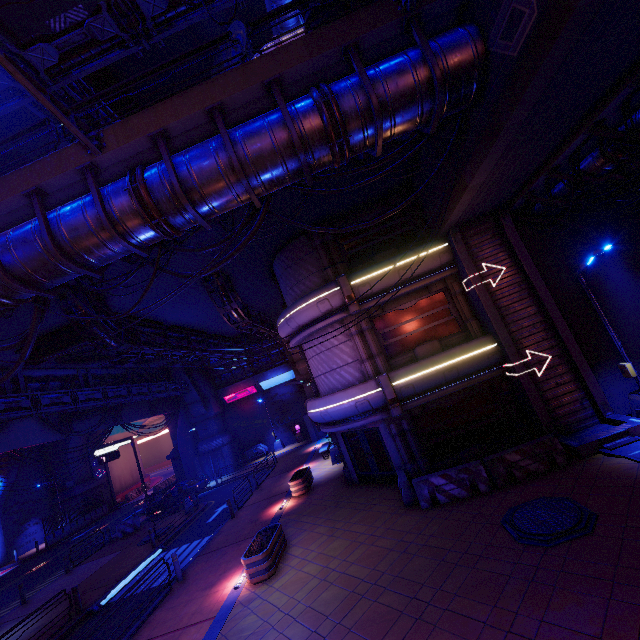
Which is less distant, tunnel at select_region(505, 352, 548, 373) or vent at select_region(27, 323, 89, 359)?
tunnel at select_region(505, 352, 548, 373)

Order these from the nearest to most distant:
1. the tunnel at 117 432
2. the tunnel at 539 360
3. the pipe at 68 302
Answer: the tunnel at 539 360, the pipe at 68 302, the tunnel at 117 432

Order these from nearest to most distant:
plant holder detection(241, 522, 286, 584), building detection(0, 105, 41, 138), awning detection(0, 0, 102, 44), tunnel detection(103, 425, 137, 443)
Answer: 1. awning detection(0, 0, 102, 44)
2. plant holder detection(241, 522, 286, 584)
3. tunnel detection(103, 425, 137, 443)
4. building detection(0, 105, 41, 138)

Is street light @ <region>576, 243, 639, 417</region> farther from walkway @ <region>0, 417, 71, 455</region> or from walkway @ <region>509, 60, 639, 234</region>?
walkway @ <region>0, 417, 71, 455</region>

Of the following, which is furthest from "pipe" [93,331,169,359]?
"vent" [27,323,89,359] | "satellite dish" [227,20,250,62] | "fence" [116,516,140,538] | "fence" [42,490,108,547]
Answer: "fence" [42,490,108,547]

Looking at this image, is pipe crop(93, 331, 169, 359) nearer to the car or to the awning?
the awning

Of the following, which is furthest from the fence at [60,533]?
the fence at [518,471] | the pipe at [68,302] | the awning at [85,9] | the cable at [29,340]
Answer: the awning at [85,9]

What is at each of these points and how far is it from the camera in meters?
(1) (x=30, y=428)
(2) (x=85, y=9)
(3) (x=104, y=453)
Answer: (1) walkway, 21.1
(2) awning, 10.2
(3) sign, 29.0
